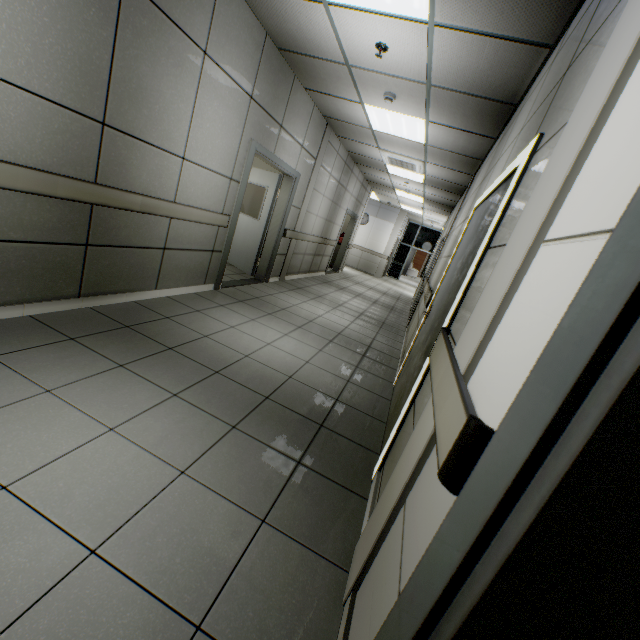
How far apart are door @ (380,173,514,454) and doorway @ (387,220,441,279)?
15.51m

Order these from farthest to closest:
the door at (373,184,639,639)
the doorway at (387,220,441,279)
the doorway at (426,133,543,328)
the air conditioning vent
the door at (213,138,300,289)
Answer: the doorway at (387,220,441,279) → the air conditioning vent → the door at (213,138,300,289) → the doorway at (426,133,543,328) → the door at (373,184,639,639)

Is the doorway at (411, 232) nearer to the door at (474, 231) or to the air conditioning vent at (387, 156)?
the air conditioning vent at (387, 156)

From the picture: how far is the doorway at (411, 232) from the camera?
17.62m

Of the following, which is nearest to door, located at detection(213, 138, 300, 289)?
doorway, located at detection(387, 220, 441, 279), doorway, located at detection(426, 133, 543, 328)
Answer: doorway, located at detection(426, 133, 543, 328)

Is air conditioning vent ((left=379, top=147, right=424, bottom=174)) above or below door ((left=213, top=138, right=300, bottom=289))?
above

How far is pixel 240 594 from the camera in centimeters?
128cm

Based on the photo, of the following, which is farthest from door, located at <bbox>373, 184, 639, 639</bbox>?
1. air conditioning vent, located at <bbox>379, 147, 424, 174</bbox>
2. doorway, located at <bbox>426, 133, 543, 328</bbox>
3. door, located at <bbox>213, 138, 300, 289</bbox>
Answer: air conditioning vent, located at <bbox>379, 147, 424, 174</bbox>
